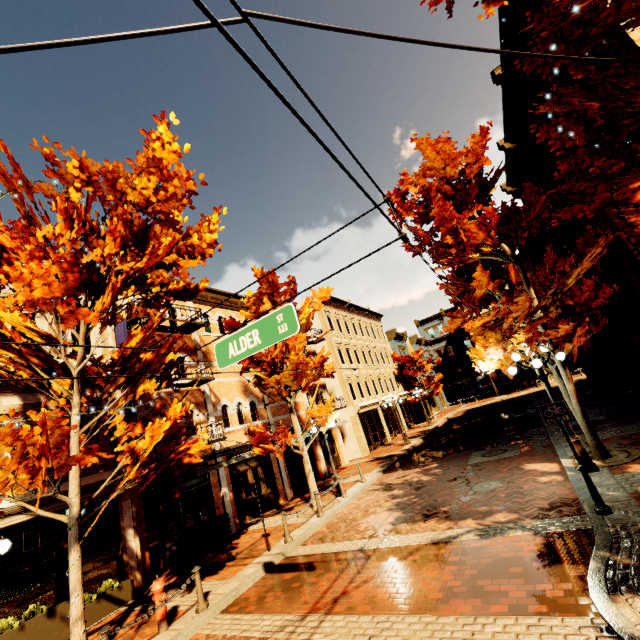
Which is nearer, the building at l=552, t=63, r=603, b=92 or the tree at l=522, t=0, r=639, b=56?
the tree at l=522, t=0, r=639, b=56

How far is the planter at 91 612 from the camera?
8.5 meters

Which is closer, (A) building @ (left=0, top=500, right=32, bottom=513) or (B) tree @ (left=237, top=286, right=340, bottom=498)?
(A) building @ (left=0, top=500, right=32, bottom=513)

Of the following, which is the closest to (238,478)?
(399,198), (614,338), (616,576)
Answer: (616,576)

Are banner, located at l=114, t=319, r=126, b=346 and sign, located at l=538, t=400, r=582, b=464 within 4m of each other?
no

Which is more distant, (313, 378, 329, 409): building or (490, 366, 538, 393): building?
(490, 366, 538, 393): building

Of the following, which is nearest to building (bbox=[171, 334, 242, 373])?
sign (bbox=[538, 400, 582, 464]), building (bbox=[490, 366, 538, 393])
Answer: sign (bbox=[538, 400, 582, 464])

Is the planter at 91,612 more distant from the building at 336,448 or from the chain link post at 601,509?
the chain link post at 601,509
